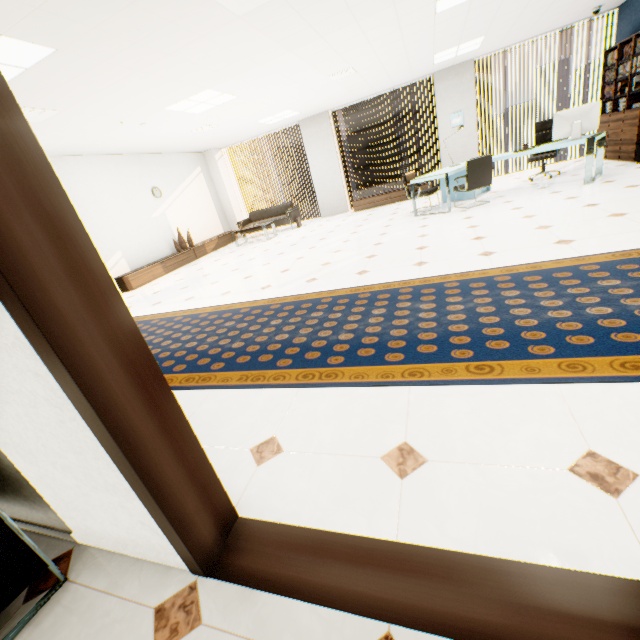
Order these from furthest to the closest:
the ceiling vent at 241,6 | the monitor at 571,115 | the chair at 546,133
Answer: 1. the chair at 546,133
2. the monitor at 571,115
3. the ceiling vent at 241,6

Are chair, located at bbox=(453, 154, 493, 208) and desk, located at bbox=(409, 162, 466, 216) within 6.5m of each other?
yes

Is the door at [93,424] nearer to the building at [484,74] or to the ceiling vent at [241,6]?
the ceiling vent at [241,6]

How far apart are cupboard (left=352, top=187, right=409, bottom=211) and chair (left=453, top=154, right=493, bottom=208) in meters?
2.9 m

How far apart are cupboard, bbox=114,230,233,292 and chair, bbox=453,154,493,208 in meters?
7.1 m

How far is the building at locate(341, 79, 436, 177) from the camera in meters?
54.9

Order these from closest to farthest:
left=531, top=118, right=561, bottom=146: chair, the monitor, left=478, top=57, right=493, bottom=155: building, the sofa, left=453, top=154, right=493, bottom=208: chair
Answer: the monitor → left=453, top=154, right=493, bottom=208: chair → left=531, top=118, right=561, bottom=146: chair → the sofa → left=478, top=57, right=493, bottom=155: building

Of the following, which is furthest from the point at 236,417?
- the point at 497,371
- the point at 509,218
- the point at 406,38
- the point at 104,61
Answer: the point at 406,38
